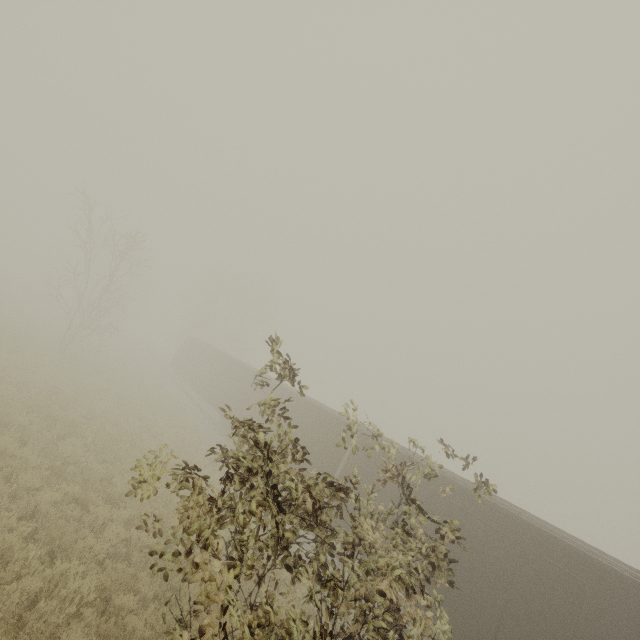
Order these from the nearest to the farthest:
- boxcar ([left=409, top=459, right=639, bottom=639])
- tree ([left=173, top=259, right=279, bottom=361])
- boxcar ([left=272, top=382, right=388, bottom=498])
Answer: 1. boxcar ([left=409, top=459, right=639, bottom=639])
2. boxcar ([left=272, top=382, right=388, bottom=498])
3. tree ([left=173, top=259, right=279, bottom=361])

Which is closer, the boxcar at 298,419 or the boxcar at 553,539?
the boxcar at 553,539

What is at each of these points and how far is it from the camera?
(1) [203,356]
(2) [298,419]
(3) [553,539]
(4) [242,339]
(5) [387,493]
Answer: (1) boxcar, 29.2m
(2) boxcar, 16.6m
(3) boxcar, 8.1m
(4) tree, 50.1m
(5) boxcar, 11.5m

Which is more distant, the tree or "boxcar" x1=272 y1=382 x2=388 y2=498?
the tree

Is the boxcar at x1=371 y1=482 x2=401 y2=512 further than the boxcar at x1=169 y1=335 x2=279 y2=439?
No

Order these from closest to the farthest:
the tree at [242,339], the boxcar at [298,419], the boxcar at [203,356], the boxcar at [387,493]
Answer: the boxcar at [387,493]
the boxcar at [298,419]
the boxcar at [203,356]
the tree at [242,339]
